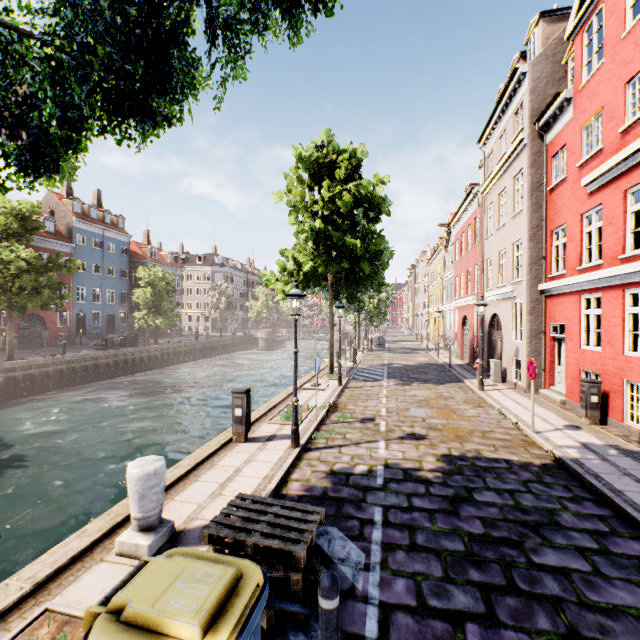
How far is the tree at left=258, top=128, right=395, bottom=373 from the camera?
14.21m

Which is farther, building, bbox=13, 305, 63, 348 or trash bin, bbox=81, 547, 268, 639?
building, bbox=13, 305, 63, 348

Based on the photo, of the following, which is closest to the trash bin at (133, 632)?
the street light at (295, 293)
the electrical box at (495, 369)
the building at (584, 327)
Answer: the street light at (295, 293)

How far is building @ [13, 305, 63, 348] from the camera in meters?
30.3 m

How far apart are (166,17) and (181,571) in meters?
5.4

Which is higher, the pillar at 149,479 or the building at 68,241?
the building at 68,241

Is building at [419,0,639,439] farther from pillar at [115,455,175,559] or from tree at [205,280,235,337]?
pillar at [115,455,175,559]

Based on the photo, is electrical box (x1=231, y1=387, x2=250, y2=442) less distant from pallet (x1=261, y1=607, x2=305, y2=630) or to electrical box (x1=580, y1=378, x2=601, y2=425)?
pallet (x1=261, y1=607, x2=305, y2=630)
